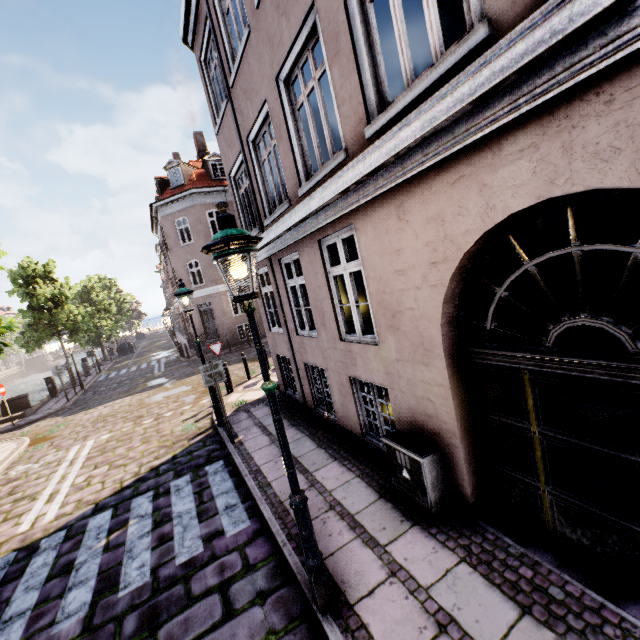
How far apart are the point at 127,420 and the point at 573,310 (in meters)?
14.23

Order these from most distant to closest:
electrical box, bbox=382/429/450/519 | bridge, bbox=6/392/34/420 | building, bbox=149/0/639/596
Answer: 1. bridge, bbox=6/392/34/420
2. electrical box, bbox=382/429/450/519
3. building, bbox=149/0/639/596

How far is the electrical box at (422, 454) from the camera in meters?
3.9 m

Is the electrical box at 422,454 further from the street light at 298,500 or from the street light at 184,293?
the street light at 184,293

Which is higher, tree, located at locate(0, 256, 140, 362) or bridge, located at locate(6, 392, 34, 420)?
tree, located at locate(0, 256, 140, 362)

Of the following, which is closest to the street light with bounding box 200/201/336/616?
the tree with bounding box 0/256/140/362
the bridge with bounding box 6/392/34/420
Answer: the tree with bounding box 0/256/140/362

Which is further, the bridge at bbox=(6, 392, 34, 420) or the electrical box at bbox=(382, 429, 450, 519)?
the bridge at bbox=(6, 392, 34, 420)

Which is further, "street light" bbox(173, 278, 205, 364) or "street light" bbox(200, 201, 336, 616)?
"street light" bbox(173, 278, 205, 364)
